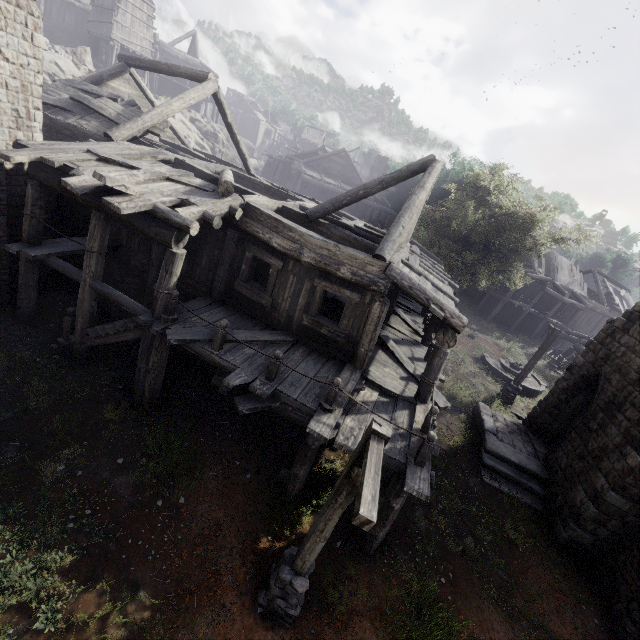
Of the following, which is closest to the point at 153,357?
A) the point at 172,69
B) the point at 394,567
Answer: the point at 394,567

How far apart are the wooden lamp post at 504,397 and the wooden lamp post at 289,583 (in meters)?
14.34

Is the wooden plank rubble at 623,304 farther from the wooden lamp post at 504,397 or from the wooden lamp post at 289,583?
the wooden lamp post at 289,583

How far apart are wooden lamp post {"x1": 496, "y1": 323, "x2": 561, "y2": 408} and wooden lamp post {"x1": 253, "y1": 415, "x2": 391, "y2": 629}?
14.3m

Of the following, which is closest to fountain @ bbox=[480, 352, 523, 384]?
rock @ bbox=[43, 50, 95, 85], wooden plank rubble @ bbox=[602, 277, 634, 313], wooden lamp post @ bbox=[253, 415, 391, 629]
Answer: wooden lamp post @ bbox=[253, 415, 391, 629]

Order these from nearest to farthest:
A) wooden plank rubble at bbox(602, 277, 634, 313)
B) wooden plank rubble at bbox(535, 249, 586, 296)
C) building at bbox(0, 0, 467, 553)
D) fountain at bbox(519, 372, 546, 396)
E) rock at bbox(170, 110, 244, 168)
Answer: building at bbox(0, 0, 467, 553), fountain at bbox(519, 372, 546, 396), rock at bbox(170, 110, 244, 168), wooden plank rubble at bbox(535, 249, 586, 296), wooden plank rubble at bbox(602, 277, 634, 313)

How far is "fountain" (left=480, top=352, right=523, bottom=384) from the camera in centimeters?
2002cm

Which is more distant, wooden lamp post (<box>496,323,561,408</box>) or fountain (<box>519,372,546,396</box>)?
fountain (<box>519,372,546,396</box>)
